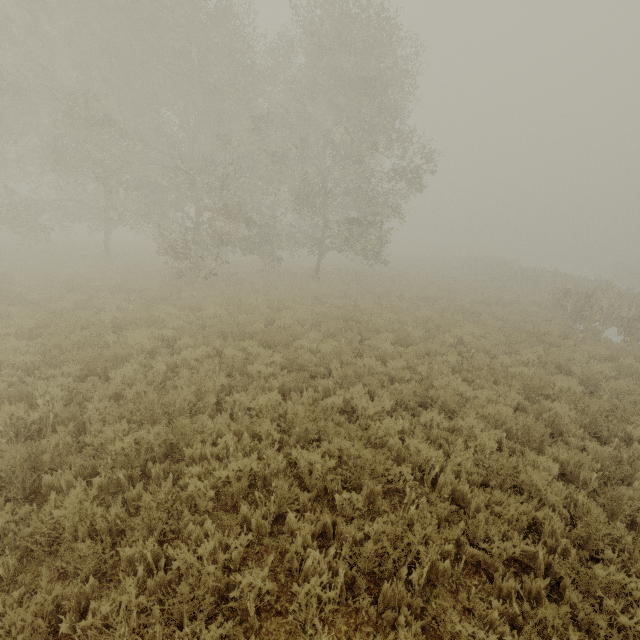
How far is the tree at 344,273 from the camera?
19.3 meters

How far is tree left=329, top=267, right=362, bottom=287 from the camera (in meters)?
19.33

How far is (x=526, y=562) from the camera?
4.03m
